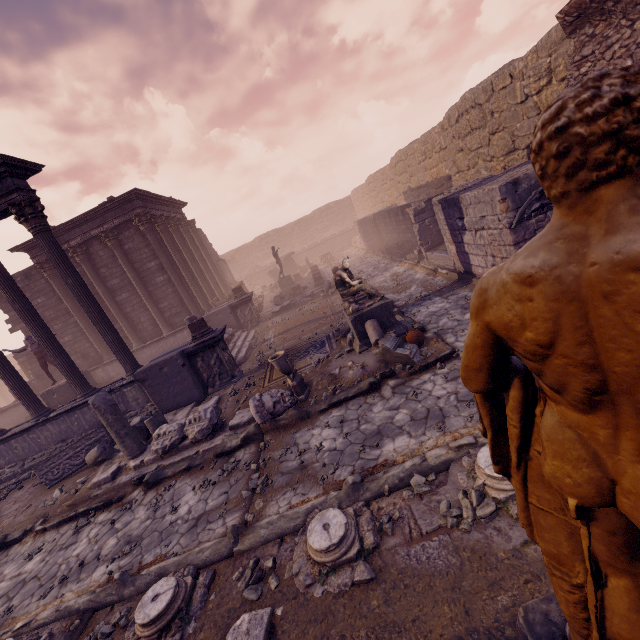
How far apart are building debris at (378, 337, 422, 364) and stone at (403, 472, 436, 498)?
2.8 meters

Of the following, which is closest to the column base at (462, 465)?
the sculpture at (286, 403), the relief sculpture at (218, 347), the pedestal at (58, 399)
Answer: the relief sculpture at (218, 347)

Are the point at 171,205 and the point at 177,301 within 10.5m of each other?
yes

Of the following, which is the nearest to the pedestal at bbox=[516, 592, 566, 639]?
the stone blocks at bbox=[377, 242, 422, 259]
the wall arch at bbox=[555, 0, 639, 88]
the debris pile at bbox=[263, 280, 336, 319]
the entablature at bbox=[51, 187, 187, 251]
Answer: the wall arch at bbox=[555, 0, 639, 88]

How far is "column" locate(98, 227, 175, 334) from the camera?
15.02m

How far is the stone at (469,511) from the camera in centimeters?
315cm

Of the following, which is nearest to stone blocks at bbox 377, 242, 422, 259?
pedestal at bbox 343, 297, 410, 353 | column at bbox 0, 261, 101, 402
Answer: pedestal at bbox 343, 297, 410, 353

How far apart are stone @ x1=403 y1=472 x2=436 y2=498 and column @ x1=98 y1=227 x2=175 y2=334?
15.1m
